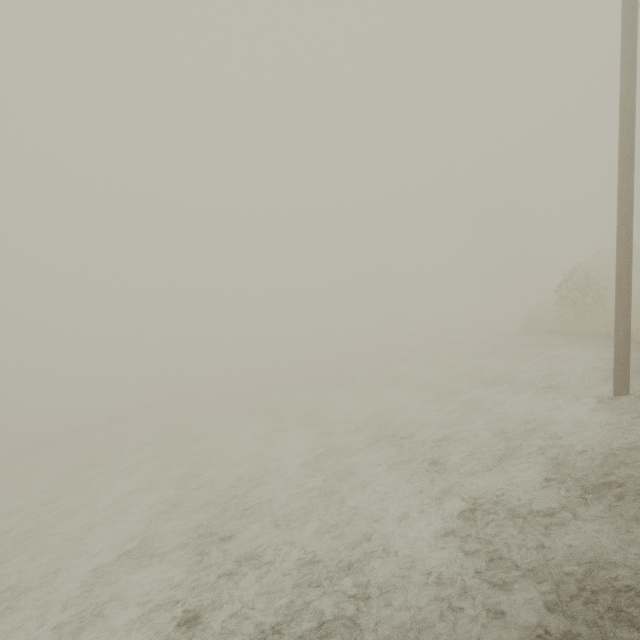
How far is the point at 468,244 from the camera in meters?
58.9
